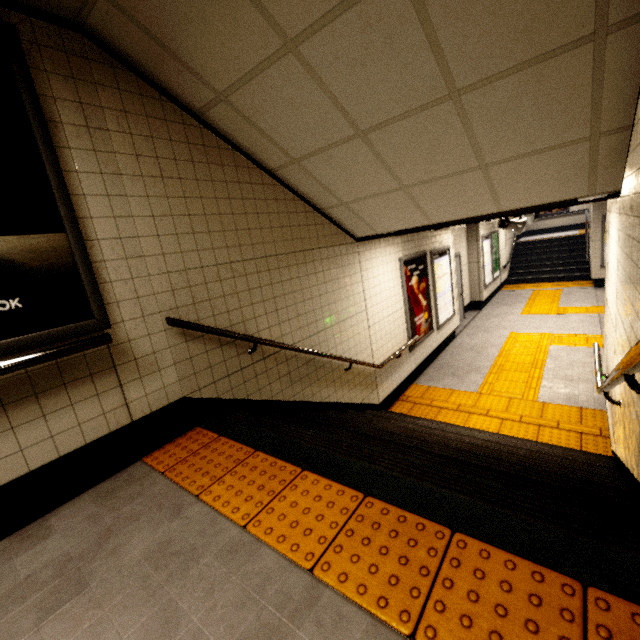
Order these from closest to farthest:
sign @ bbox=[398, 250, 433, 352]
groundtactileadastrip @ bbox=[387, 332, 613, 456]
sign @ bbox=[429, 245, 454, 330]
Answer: groundtactileadastrip @ bbox=[387, 332, 613, 456] < sign @ bbox=[398, 250, 433, 352] < sign @ bbox=[429, 245, 454, 330]

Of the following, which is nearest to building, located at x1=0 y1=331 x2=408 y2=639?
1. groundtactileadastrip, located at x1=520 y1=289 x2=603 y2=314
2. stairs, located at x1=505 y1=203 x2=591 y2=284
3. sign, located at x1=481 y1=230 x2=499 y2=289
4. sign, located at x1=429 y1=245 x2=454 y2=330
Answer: groundtactileadastrip, located at x1=520 y1=289 x2=603 y2=314

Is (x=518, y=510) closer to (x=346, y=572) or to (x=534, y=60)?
(x=346, y=572)

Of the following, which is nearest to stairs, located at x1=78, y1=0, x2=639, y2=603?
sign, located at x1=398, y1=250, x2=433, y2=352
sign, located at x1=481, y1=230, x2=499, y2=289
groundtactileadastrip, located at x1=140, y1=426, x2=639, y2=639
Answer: groundtactileadastrip, located at x1=140, y1=426, x2=639, y2=639

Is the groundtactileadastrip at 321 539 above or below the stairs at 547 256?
above

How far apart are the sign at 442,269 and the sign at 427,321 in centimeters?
25cm

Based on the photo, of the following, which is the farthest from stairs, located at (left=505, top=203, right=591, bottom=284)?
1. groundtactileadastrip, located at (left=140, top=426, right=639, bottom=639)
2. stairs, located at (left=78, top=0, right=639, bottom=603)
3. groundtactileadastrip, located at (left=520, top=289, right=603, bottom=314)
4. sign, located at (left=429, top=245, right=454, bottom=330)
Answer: groundtactileadastrip, located at (left=140, top=426, right=639, bottom=639)

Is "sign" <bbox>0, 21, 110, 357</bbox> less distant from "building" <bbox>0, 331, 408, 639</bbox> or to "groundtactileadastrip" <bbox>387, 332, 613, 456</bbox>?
"building" <bbox>0, 331, 408, 639</bbox>
